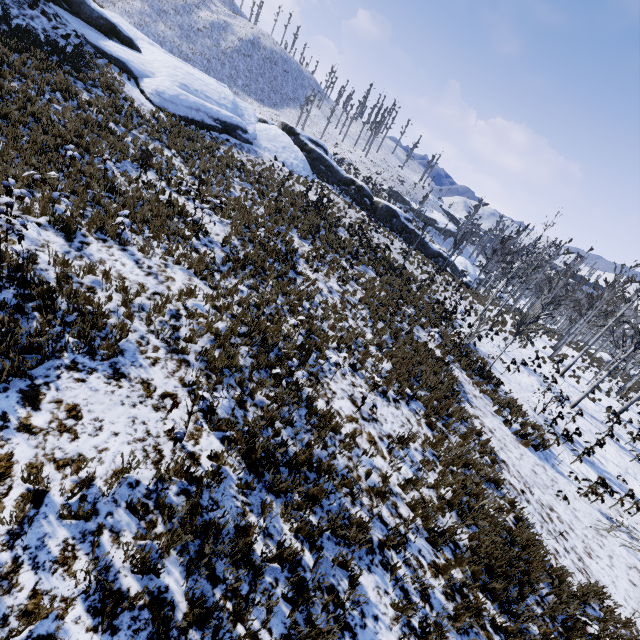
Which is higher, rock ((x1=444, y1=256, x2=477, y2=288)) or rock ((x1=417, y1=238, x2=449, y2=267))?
rock ((x1=417, y1=238, x2=449, y2=267))

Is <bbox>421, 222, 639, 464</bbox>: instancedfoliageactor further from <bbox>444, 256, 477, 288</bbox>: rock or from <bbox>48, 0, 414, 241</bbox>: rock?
<bbox>48, 0, 414, 241</bbox>: rock

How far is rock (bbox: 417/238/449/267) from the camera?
36.2 meters

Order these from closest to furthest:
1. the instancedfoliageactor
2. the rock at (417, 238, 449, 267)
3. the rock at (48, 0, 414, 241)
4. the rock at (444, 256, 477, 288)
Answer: the instancedfoliageactor, the rock at (48, 0, 414, 241), the rock at (444, 256, 477, 288), the rock at (417, 238, 449, 267)

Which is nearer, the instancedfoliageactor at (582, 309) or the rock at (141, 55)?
the instancedfoliageactor at (582, 309)

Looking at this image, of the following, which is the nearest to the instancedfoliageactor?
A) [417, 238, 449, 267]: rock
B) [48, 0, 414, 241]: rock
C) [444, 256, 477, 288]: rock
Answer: [417, 238, 449, 267]: rock

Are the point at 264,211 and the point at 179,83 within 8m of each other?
no

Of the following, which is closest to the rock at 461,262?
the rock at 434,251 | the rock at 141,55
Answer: the rock at 434,251
